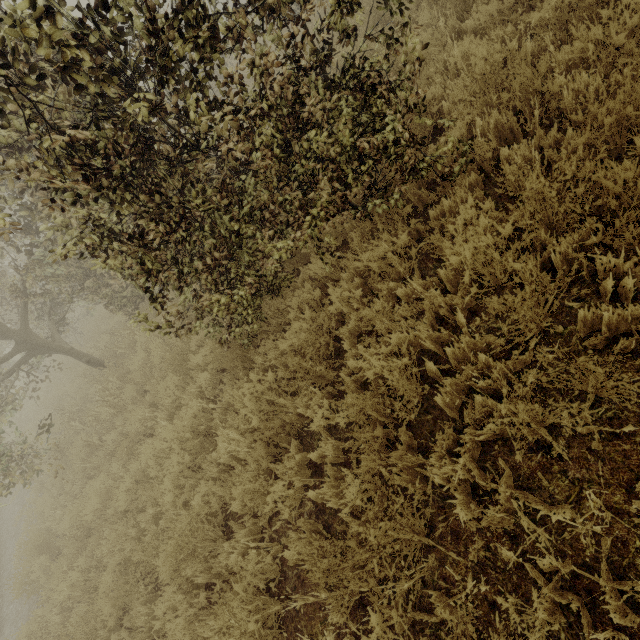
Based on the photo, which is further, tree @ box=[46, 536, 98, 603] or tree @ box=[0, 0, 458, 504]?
tree @ box=[46, 536, 98, 603]

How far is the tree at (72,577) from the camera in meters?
5.0

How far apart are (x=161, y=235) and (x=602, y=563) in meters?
3.6 m

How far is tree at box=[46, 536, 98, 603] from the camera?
5.0m

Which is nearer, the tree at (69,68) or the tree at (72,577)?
the tree at (69,68)

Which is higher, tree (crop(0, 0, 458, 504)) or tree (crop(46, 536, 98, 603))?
tree (crop(0, 0, 458, 504))
